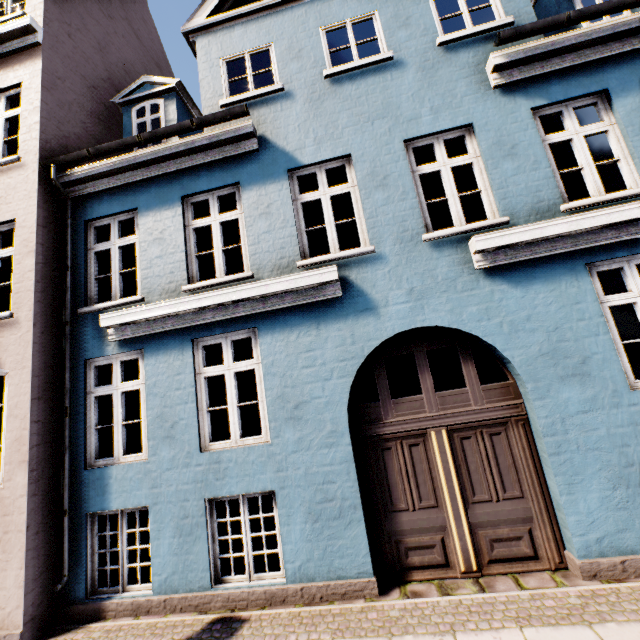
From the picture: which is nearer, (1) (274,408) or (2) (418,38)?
(1) (274,408)
